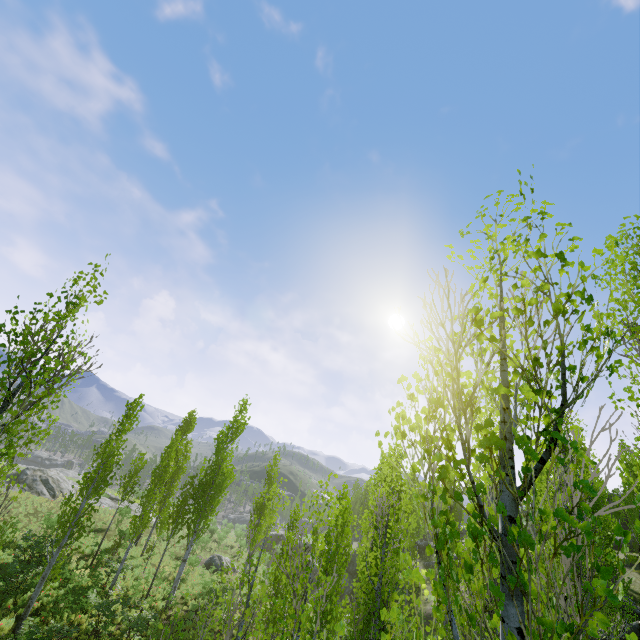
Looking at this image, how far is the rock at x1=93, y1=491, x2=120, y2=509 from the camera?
35.0m

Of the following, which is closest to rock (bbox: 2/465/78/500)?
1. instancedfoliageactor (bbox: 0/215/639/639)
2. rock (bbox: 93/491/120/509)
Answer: instancedfoliageactor (bbox: 0/215/639/639)

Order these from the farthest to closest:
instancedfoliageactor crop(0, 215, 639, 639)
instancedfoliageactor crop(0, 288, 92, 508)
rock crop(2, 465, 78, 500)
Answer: rock crop(2, 465, 78, 500), instancedfoliageactor crop(0, 288, 92, 508), instancedfoliageactor crop(0, 215, 639, 639)

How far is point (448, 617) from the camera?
2.16m

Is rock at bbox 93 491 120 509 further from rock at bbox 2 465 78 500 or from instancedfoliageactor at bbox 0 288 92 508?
rock at bbox 2 465 78 500

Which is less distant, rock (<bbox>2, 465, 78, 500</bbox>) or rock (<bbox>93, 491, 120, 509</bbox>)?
rock (<bbox>2, 465, 78, 500</bbox>)

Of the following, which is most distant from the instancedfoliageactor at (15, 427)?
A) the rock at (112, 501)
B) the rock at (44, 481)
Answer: the rock at (44, 481)
